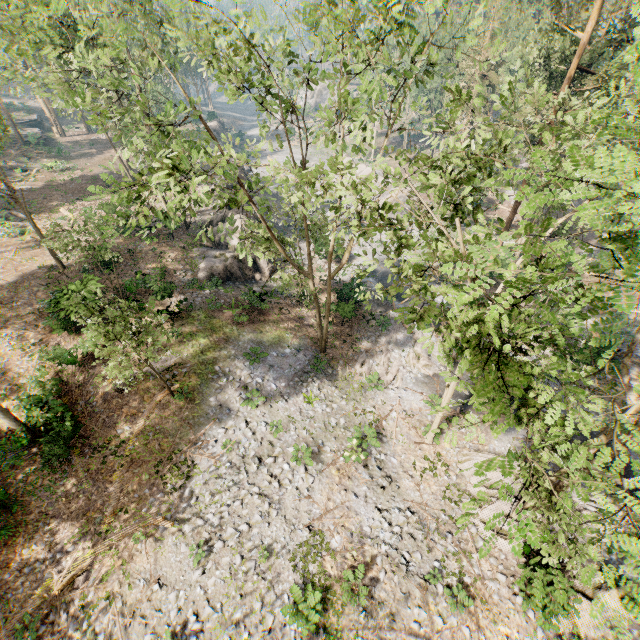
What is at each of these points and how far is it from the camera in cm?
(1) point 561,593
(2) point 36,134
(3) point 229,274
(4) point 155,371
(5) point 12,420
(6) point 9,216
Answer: (1) foliage, 1166
(2) ground embankment, 5353
(3) rock, 2589
(4) foliage, 1460
(5) foliage, 1459
(6) foliage, 3147

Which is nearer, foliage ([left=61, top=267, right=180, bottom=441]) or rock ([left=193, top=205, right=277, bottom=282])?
foliage ([left=61, top=267, right=180, bottom=441])

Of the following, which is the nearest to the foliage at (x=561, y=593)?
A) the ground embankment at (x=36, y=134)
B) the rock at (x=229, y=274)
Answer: the rock at (x=229, y=274)

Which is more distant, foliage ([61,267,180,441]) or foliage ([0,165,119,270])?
foliage ([0,165,119,270])

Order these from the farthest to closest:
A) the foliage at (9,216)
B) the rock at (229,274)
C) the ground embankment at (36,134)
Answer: the ground embankment at (36,134) → the rock at (229,274) → the foliage at (9,216)

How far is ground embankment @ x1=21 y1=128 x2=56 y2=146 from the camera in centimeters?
4856cm

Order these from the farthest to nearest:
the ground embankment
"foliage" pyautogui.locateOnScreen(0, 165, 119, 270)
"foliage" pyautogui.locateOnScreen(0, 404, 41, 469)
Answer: the ground embankment → "foliage" pyautogui.locateOnScreen(0, 165, 119, 270) → "foliage" pyautogui.locateOnScreen(0, 404, 41, 469)
